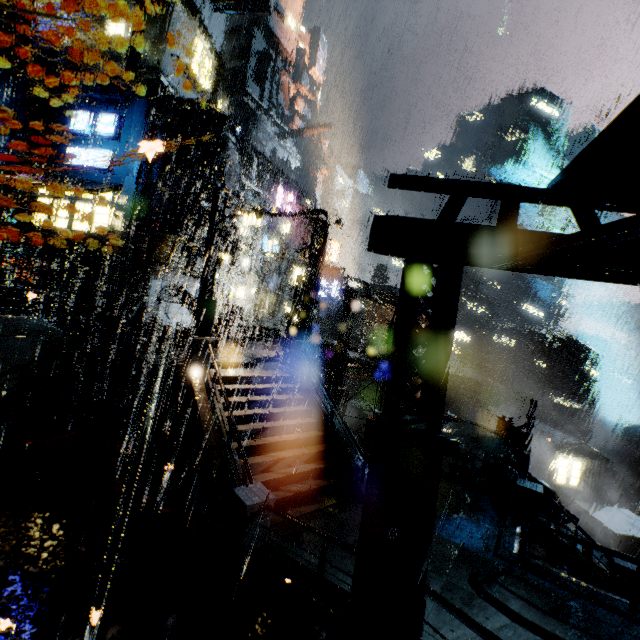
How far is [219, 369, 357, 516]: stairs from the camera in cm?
1059

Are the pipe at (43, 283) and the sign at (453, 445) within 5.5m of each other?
no

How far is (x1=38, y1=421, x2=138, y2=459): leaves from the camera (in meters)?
A: 12.26

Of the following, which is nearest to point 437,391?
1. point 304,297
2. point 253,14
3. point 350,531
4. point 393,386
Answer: point 393,386

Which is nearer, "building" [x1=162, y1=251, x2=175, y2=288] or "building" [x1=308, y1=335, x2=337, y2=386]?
"building" [x1=162, y1=251, x2=175, y2=288]

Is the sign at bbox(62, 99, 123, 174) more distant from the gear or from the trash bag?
the gear

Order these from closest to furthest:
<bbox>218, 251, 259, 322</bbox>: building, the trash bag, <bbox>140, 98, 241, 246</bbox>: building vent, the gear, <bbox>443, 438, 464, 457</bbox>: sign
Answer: the trash bag, <bbox>443, 438, 464, 457</bbox>: sign, <bbox>140, 98, 241, 246</bbox>: building vent, <bbox>218, 251, 259, 322</bbox>: building, the gear

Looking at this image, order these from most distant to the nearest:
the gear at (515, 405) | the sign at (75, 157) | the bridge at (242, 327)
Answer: the gear at (515, 405)
the bridge at (242, 327)
the sign at (75, 157)
